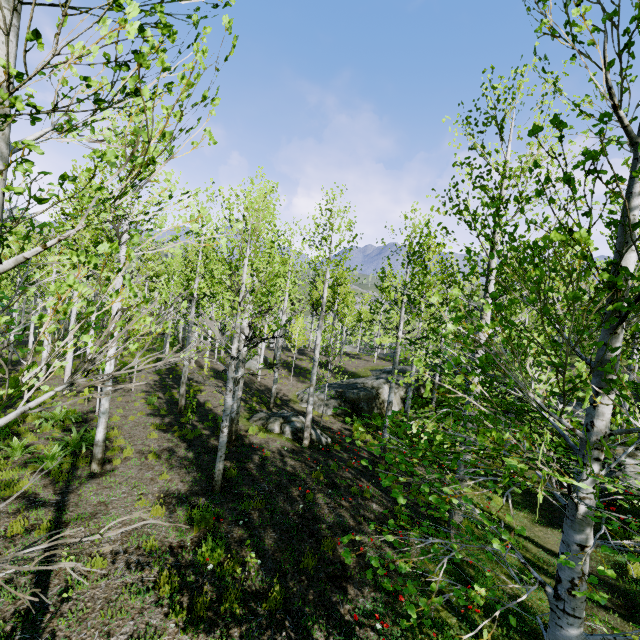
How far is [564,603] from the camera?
2.7m

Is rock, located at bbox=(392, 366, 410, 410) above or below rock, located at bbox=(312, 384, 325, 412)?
above

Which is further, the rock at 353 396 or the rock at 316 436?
the rock at 353 396

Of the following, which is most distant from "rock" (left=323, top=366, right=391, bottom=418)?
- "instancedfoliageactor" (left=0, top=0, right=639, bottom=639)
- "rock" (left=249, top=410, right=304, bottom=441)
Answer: "instancedfoliageactor" (left=0, top=0, right=639, bottom=639)

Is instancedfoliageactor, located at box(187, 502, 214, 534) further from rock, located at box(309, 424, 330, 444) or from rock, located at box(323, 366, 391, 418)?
rock, located at box(309, 424, 330, 444)

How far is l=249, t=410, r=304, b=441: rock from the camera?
12.55m

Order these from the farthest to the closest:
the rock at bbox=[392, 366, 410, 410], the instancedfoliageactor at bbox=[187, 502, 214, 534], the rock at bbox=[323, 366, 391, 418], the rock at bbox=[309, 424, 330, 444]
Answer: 1. the rock at bbox=[392, 366, 410, 410]
2. the rock at bbox=[323, 366, 391, 418]
3. the rock at bbox=[309, 424, 330, 444]
4. the instancedfoliageactor at bbox=[187, 502, 214, 534]
